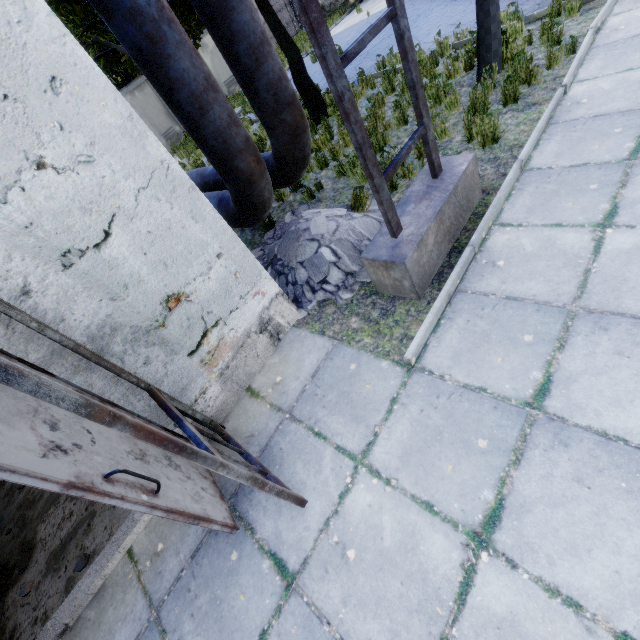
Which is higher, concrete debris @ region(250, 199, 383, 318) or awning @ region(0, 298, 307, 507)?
awning @ region(0, 298, 307, 507)

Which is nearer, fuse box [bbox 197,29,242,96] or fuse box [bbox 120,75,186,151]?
fuse box [bbox 120,75,186,151]

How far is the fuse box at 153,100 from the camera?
17.2 meters

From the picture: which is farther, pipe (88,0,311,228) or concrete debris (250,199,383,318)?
concrete debris (250,199,383,318)

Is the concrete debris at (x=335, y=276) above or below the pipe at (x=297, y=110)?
below

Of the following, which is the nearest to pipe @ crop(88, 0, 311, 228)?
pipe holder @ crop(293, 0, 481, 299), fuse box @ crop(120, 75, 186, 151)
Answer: pipe holder @ crop(293, 0, 481, 299)

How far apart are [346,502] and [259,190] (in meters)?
3.62

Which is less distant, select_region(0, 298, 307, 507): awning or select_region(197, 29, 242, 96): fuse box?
select_region(0, 298, 307, 507): awning
